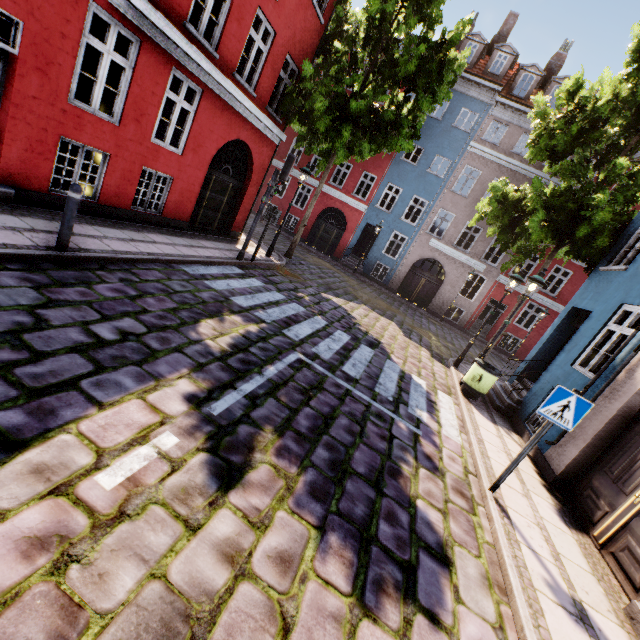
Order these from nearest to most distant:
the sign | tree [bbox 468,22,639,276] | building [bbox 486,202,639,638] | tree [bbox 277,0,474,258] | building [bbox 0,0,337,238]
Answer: the sign
building [bbox 486,202,639,638]
building [bbox 0,0,337,238]
tree [bbox 468,22,639,276]
tree [bbox 277,0,474,258]

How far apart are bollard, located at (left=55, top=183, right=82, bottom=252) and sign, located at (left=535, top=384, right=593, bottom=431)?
7.5m

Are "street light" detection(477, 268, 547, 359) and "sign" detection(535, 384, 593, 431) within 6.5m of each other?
yes

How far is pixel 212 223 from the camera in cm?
1223

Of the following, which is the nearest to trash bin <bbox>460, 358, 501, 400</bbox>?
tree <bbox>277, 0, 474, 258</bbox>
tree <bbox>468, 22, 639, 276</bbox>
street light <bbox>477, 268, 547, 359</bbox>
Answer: street light <bbox>477, 268, 547, 359</bbox>

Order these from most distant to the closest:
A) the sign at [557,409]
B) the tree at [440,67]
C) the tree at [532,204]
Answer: the tree at [440,67]
the tree at [532,204]
the sign at [557,409]

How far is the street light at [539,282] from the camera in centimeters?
845cm

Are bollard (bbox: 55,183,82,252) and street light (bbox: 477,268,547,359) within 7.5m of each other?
no
